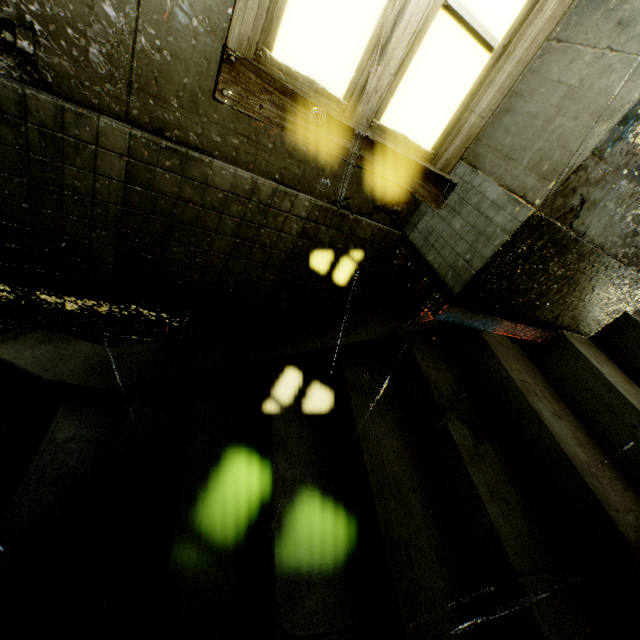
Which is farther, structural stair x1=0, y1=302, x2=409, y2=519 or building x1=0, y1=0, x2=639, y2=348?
structural stair x1=0, y1=302, x2=409, y2=519

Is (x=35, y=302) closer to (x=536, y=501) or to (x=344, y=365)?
(x=344, y=365)

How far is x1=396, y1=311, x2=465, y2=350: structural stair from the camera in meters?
2.9 m

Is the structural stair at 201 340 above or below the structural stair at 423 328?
below

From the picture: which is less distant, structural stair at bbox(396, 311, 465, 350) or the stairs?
the stairs

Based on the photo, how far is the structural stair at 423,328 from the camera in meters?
2.9 m

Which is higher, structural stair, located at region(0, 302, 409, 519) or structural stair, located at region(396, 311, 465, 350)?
structural stair, located at region(396, 311, 465, 350)
